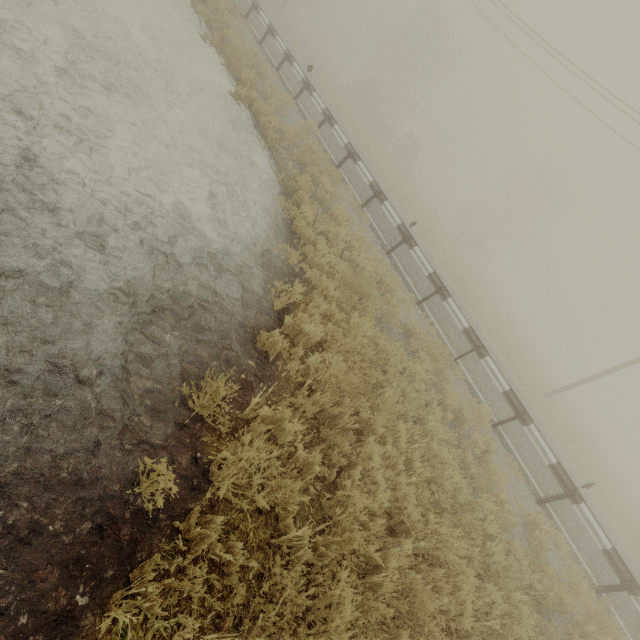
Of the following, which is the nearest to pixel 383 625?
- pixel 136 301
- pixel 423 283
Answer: pixel 136 301
